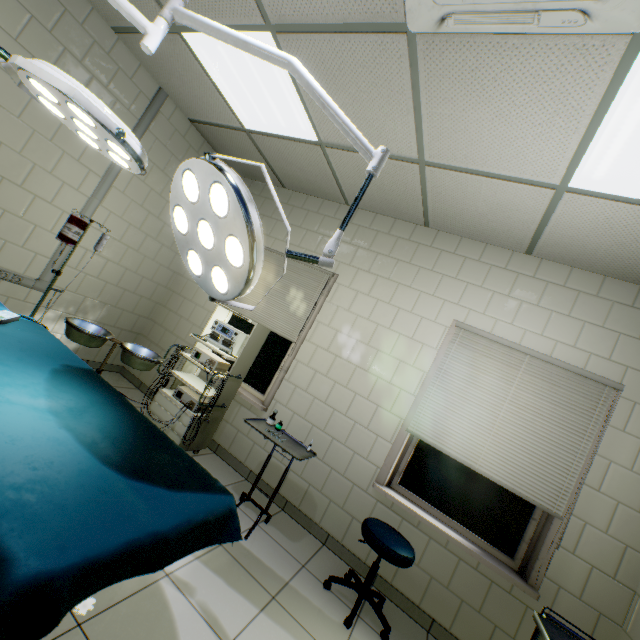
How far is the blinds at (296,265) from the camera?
3.69m

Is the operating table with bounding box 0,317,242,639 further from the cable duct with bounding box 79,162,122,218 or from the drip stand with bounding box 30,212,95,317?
the cable duct with bounding box 79,162,122,218

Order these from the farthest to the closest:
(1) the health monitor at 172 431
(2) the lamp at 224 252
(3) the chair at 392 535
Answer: (1) the health monitor at 172 431 → (3) the chair at 392 535 → (2) the lamp at 224 252

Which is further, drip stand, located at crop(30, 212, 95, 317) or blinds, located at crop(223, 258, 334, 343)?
blinds, located at crop(223, 258, 334, 343)

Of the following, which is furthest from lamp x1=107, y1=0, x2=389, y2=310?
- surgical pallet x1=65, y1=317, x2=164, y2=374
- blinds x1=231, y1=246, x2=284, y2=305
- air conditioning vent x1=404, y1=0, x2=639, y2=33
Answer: blinds x1=231, y1=246, x2=284, y2=305

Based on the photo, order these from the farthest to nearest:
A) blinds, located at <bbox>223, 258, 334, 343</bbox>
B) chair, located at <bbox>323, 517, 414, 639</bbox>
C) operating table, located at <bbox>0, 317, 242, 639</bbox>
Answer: blinds, located at <bbox>223, 258, 334, 343</bbox> < chair, located at <bbox>323, 517, 414, 639</bbox> < operating table, located at <bbox>0, 317, 242, 639</bbox>

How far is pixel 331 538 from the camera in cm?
Result: 295

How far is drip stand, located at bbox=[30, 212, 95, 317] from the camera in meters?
2.4
